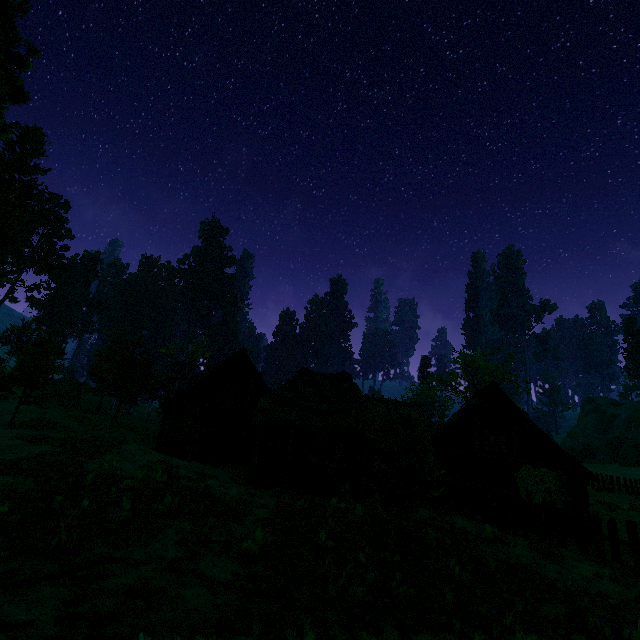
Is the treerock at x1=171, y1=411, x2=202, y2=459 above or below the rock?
below

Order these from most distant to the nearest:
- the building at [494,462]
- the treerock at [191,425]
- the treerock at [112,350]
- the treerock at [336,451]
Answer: the treerock at [112,350]
the treerock at [191,425]
the building at [494,462]
the treerock at [336,451]

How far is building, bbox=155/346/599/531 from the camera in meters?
16.5

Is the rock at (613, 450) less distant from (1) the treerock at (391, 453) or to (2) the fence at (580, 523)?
(1) the treerock at (391, 453)

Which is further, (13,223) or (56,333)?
(13,223)

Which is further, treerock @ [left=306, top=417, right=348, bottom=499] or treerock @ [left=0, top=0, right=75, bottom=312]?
treerock @ [left=0, top=0, right=75, bottom=312]

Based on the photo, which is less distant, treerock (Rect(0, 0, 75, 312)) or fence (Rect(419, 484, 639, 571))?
fence (Rect(419, 484, 639, 571))

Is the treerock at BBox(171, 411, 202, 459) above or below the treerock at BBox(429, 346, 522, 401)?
below
